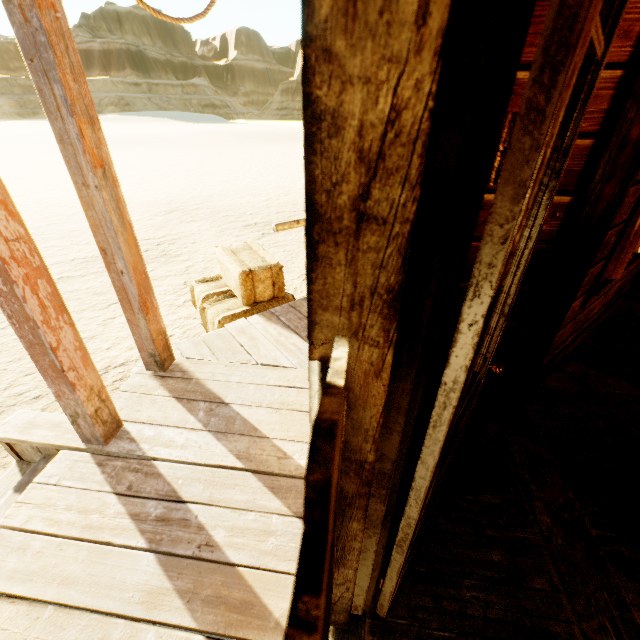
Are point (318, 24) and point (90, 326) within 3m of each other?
no

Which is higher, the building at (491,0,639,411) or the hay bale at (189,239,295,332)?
the building at (491,0,639,411)

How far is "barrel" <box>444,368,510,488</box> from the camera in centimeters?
165cm

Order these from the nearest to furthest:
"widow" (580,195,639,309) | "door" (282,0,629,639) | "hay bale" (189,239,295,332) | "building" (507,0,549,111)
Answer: "door" (282,0,629,639) < "building" (507,0,549,111) < "widow" (580,195,639,309) < "hay bale" (189,239,295,332)

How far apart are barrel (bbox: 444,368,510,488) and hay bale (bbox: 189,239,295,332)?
2.1 meters

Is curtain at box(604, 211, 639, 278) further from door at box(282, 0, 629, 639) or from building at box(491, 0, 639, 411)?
door at box(282, 0, 629, 639)

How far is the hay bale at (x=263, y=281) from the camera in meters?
3.5 m

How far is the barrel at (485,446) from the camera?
1.6m
